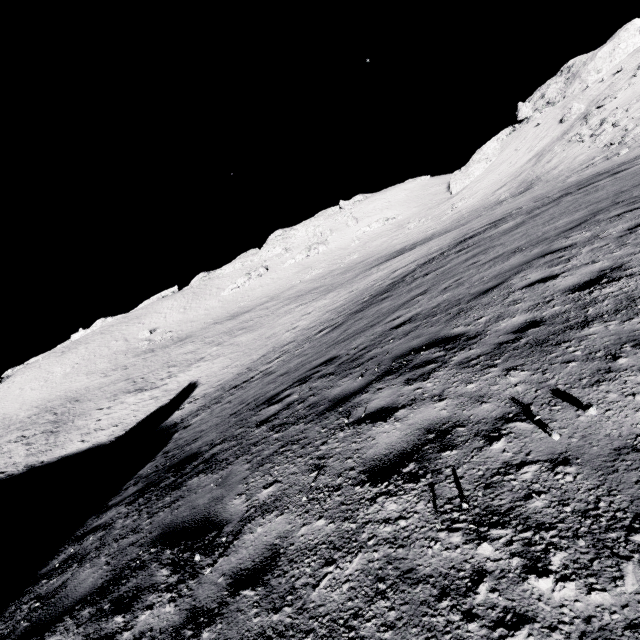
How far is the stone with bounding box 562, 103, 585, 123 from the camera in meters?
47.0 m

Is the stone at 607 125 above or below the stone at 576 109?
below

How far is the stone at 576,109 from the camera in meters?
47.0 m

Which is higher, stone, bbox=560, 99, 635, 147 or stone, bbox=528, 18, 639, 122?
stone, bbox=528, 18, 639, 122

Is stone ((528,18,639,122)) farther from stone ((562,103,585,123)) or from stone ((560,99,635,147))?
stone ((560,99,635,147))

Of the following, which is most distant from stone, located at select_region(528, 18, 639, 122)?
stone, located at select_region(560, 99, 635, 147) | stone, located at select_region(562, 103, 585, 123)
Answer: stone, located at select_region(560, 99, 635, 147)

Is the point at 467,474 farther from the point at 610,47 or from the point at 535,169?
the point at 610,47
